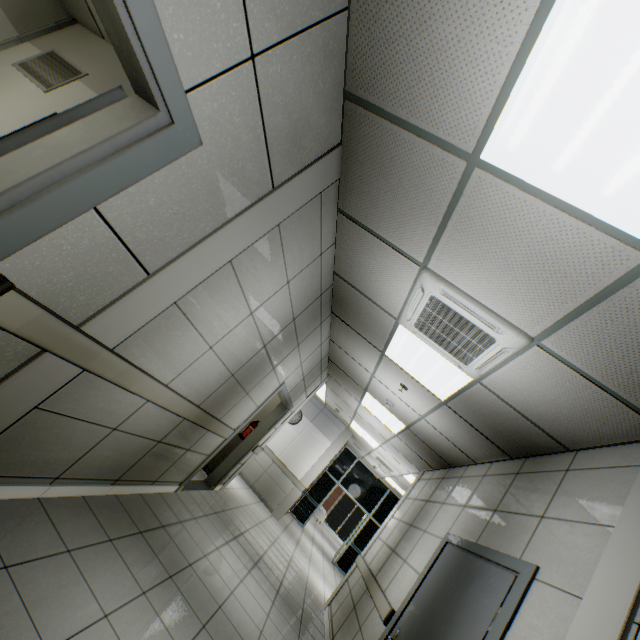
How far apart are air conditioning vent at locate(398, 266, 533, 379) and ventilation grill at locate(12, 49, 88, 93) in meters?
4.4

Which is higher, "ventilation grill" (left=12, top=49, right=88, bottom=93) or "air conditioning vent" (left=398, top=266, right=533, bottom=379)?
"air conditioning vent" (left=398, top=266, right=533, bottom=379)

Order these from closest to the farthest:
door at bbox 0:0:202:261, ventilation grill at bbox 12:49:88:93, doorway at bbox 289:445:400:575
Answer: door at bbox 0:0:202:261
ventilation grill at bbox 12:49:88:93
doorway at bbox 289:445:400:575

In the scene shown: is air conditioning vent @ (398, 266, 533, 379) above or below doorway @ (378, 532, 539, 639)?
above

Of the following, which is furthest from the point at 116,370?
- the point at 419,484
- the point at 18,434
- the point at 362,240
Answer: the point at 419,484

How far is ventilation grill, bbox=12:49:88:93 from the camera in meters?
3.6 m

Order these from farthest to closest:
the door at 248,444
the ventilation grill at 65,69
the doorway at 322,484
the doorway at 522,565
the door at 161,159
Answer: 1. the doorway at 322,484
2. the door at 248,444
3. the ventilation grill at 65,69
4. the doorway at 522,565
5. the door at 161,159

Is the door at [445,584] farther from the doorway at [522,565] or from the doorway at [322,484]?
the doorway at [322,484]
